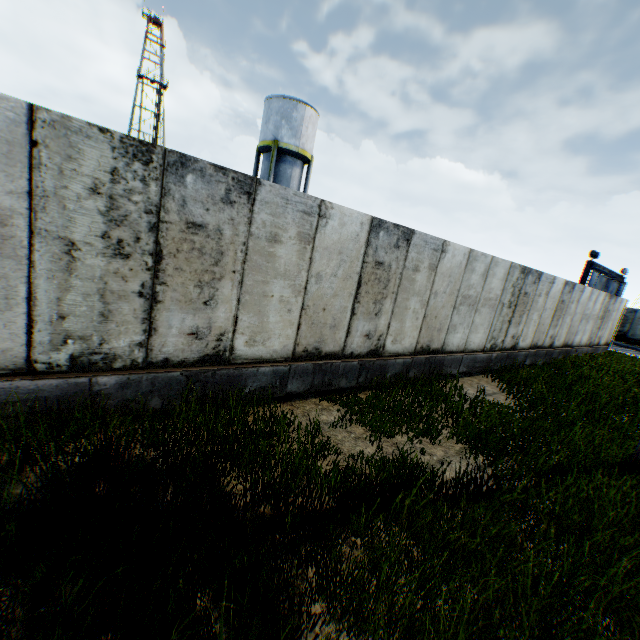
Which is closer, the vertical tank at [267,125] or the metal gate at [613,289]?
the vertical tank at [267,125]

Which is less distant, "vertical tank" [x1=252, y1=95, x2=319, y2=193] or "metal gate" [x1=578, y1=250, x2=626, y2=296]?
"vertical tank" [x1=252, y1=95, x2=319, y2=193]

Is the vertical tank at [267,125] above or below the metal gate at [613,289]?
above

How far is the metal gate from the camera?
24.4 meters

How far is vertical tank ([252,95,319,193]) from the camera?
22.3 meters

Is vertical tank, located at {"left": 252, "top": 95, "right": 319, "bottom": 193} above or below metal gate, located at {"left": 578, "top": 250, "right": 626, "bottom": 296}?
above

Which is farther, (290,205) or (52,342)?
(290,205)
